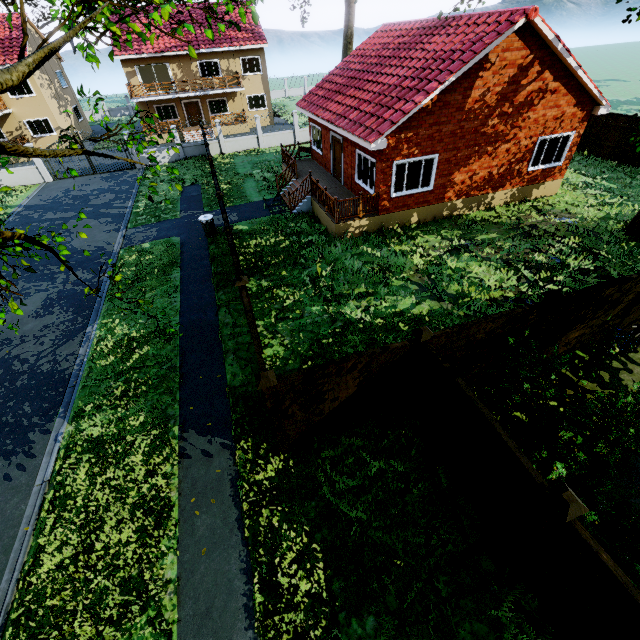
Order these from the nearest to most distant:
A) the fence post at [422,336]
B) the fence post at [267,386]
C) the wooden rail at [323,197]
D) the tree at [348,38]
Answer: the fence post at [267,386] < the fence post at [422,336] < the wooden rail at [323,197] < the tree at [348,38]

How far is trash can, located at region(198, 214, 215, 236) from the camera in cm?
1461

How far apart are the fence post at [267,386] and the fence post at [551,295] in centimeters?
568cm

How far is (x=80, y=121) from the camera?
35.3m

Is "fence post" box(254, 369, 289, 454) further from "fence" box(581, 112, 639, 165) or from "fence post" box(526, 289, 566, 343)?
"fence post" box(526, 289, 566, 343)

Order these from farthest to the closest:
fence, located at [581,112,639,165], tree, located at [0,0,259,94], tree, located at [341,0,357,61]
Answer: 1. tree, located at [341,0,357,61]
2. fence, located at [581,112,639,165]
3. tree, located at [0,0,259,94]

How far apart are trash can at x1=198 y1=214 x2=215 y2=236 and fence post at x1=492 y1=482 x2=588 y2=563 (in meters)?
14.72

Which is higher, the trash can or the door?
the door
